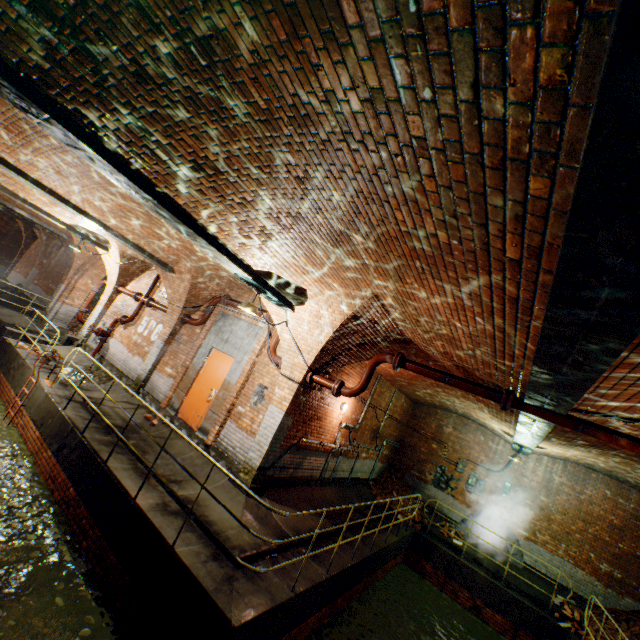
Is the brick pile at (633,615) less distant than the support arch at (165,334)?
Yes

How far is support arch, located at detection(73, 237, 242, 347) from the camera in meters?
9.2 m

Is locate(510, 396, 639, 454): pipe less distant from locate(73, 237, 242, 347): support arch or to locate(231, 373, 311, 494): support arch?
locate(231, 373, 311, 494): support arch

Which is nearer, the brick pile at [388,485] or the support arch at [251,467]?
the support arch at [251,467]

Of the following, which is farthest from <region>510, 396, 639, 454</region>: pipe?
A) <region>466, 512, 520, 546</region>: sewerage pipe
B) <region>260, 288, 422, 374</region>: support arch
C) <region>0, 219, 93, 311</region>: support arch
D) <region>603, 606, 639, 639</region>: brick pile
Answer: <region>0, 219, 93, 311</region>: support arch

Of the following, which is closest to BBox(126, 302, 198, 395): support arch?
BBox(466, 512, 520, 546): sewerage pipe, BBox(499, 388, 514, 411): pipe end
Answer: BBox(499, 388, 514, 411): pipe end

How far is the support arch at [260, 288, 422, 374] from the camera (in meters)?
5.81

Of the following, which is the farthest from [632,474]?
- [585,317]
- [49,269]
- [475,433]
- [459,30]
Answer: [49,269]
